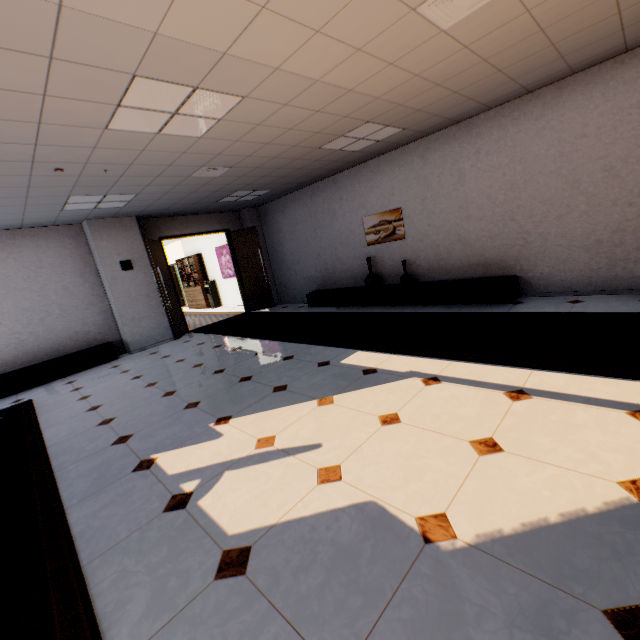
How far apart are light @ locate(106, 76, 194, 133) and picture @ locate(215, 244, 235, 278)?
7.5m

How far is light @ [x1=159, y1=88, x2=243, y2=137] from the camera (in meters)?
2.93

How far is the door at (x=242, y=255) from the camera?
7.7m

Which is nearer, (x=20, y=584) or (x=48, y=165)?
(x=20, y=584)

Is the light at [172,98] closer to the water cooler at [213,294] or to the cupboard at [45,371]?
the cupboard at [45,371]

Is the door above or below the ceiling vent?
below

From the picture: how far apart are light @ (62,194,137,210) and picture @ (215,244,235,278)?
4.91m

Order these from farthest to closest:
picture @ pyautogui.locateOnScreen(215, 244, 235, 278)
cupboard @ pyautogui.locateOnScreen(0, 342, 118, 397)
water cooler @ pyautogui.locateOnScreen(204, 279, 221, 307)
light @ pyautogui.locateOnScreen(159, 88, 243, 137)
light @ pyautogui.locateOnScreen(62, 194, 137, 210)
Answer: water cooler @ pyautogui.locateOnScreen(204, 279, 221, 307), picture @ pyautogui.locateOnScreen(215, 244, 235, 278), cupboard @ pyautogui.locateOnScreen(0, 342, 118, 397), light @ pyautogui.locateOnScreen(62, 194, 137, 210), light @ pyautogui.locateOnScreen(159, 88, 243, 137)
